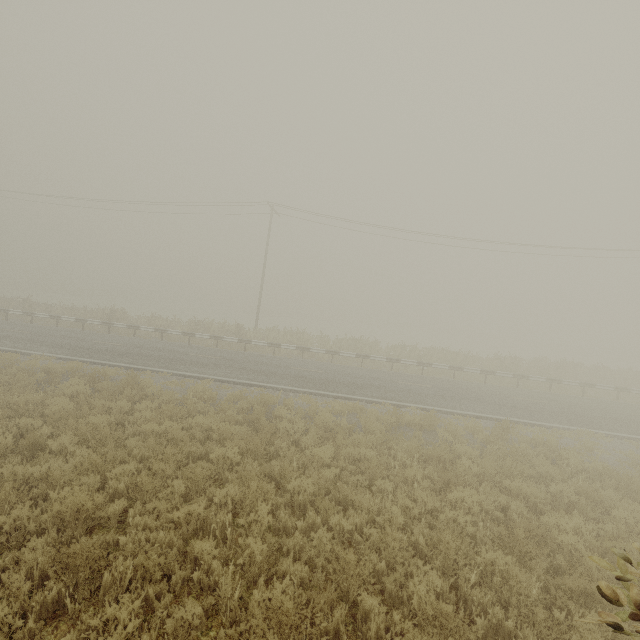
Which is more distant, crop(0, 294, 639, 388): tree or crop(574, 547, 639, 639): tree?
crop(0, 294, 639, 388): tree

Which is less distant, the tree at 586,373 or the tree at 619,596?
the tree at 619,596

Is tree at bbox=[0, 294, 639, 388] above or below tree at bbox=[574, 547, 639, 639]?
below

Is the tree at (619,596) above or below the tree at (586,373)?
above

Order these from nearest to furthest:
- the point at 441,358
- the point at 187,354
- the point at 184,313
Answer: the point at 187,354 < the point at 441,358 < the point at 184,313
